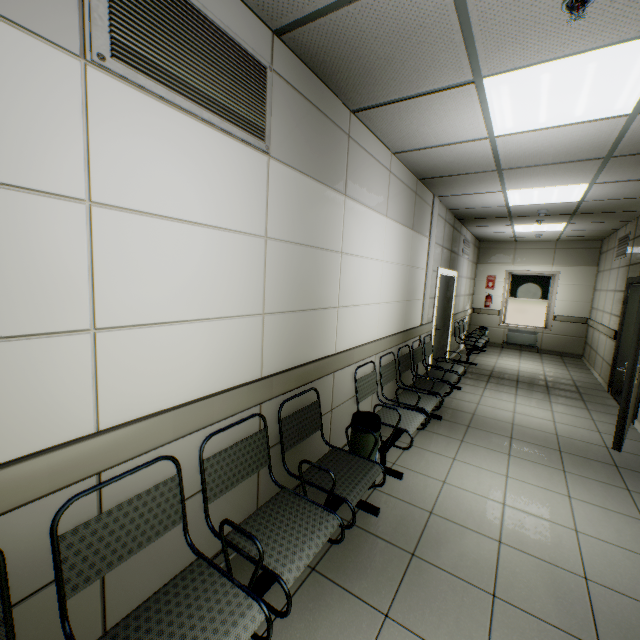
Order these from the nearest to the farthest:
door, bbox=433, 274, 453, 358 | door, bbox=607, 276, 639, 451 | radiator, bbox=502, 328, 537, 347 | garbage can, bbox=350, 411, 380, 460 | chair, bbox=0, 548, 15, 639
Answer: chair, bbox=0, 548, 15, 639, garbage can, bbox=350, 411, 380, 460, door, bbox=607, 276, 639, 451, door, bbox=433, 274, 453, 358, radiator, bbox=502, 328, 537, 347

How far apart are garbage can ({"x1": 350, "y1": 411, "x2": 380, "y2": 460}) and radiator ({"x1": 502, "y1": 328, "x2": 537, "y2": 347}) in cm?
874

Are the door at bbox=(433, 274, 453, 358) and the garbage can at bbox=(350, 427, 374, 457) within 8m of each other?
yes

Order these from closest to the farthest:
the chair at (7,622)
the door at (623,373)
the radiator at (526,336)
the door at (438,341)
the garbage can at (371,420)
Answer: the chair at (7,622)
the garbage can at (371,420)
the door at (623,373)
the door at (438,341)
the radiator at (526,336)

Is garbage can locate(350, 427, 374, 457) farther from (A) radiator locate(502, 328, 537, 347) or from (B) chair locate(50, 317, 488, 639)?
(A) radiator locate(502, 328, 537, 347)

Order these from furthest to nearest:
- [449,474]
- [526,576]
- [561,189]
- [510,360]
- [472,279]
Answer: [472,279]
[510,360]
[561,189]
[449,474]
[526,576]

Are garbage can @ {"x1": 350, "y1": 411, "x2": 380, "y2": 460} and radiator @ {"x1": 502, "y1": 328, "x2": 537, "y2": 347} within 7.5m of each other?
no

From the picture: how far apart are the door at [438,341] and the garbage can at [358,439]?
3.7 meters
